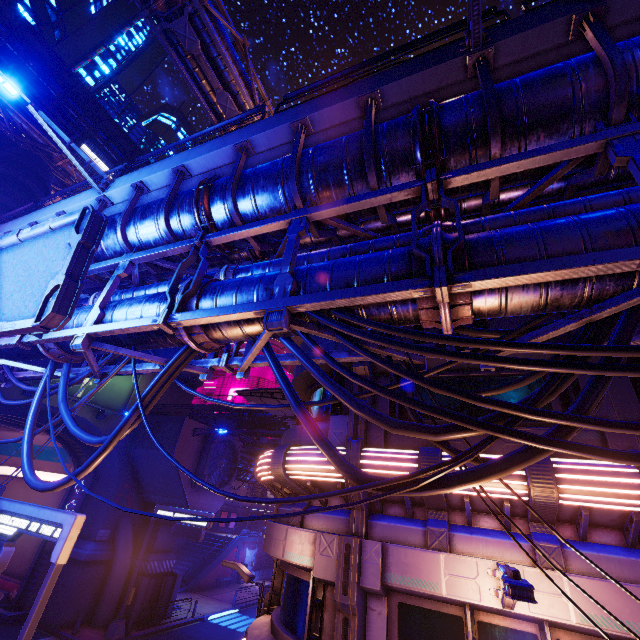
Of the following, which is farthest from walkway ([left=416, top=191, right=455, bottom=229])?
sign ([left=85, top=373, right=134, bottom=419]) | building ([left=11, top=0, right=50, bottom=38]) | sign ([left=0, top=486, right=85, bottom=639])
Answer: building ([left=11, top=0, right=50, bottom=38])

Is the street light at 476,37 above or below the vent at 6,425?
above

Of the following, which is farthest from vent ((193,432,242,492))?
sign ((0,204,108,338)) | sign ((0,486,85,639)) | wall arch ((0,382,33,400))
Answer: sign ((0,204,108,338))

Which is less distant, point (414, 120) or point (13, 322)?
point (414, 120)

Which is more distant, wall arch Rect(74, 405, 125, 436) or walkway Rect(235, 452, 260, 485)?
walkway Rect(235, 452, 260, 485)

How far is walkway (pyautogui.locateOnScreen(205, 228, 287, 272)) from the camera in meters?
7.5 m

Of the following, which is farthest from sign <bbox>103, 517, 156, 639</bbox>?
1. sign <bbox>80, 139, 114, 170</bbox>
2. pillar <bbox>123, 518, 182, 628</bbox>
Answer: sign <bbox>80, 139, 114, 170</bbox>

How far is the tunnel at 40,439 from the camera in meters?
24.9
